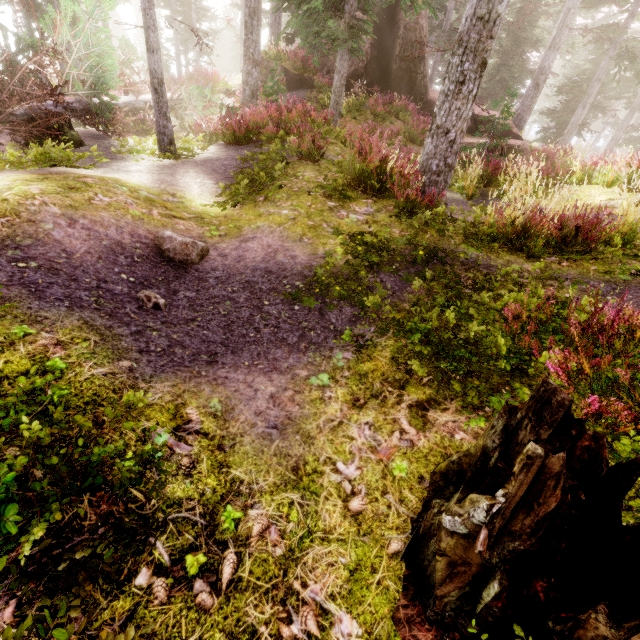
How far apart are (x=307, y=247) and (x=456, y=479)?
3.70m

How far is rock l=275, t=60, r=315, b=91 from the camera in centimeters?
1723cm

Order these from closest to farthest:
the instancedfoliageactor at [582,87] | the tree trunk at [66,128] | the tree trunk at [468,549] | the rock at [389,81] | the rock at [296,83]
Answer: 1. the tree trunk at [468,549]
2. the instancedfoliageactor at [582,87]
3. the tree trunk at [66,128]
4. the rock at [389,81]
5. the rock at [296,83]

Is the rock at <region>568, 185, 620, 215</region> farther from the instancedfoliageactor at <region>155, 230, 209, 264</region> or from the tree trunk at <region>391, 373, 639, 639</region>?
the tree trunk at <region>391, 373, 639, 639</region>

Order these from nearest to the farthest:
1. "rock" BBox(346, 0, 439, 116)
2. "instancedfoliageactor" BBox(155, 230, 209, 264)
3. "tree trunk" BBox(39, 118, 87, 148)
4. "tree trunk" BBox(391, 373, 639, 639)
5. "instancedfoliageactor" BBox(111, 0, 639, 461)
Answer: "tree trunk" BBox(391, 373, 639, 639) < "instancedfoliageactor" BBox(111, 0, 639, 461) < "instancedfoliageactor" BBox(155, 230, 209, 264) < "tree trunk" BBox(39, 118, 87, 148) < "rock" BBox(346, 0, 439, 116)

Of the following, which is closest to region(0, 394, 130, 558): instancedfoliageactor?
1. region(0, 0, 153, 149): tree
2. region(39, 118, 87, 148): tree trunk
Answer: region(0, 0, 153, 149): tree

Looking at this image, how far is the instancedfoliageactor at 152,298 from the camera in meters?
3.5
